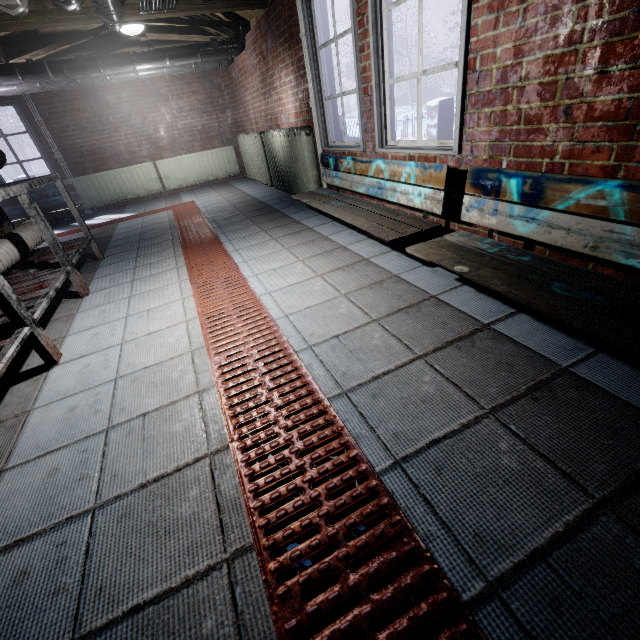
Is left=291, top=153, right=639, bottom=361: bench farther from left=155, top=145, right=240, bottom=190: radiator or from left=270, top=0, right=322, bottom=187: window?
left=155, top=145, right=240, bottom=190: radiator

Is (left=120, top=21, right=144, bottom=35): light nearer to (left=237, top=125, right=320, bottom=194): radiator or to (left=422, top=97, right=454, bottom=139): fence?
(left=237, top=125, right=320, bottom=194): radiator

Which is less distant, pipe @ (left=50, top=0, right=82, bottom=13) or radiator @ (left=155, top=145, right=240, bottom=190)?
pipe @ (left=50, top=0, right=82, bottom=13)

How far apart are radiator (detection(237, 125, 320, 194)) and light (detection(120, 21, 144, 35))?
1.8m

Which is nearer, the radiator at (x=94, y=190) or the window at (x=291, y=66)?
the window at (x=291, y=66)

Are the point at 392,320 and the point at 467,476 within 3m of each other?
yes

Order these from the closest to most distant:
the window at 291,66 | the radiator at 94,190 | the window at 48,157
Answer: the window at 291,66
the window at 48,157
the radiator at 94,190

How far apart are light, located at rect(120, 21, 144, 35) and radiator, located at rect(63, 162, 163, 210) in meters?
2.1
